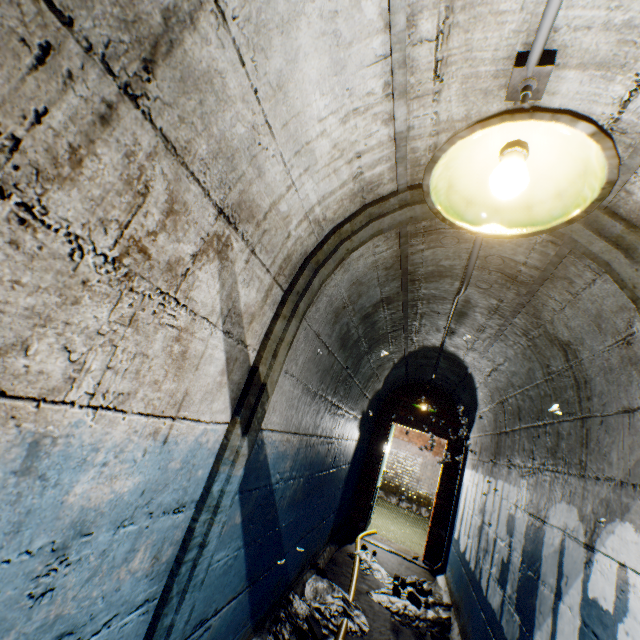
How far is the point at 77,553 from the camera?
0.9 meters

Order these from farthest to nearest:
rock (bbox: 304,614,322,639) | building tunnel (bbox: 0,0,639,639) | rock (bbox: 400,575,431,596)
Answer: rock (bbox: 400,575,431,596), rock (bbox: 304,614,322,639), building tunnel (bbox: 0,0,639,639)

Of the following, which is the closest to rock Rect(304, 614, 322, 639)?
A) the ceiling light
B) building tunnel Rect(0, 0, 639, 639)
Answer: building tunnel Rect(0, 0, 639, 639)

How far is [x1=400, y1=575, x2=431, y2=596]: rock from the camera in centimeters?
414cm

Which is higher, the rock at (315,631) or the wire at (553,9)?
the wire at (553,9)

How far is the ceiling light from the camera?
0.8 meters

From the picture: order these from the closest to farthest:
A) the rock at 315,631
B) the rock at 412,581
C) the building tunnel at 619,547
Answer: →
the building tunnel at 619,547
the rock at 315,631
the rock at 412,581

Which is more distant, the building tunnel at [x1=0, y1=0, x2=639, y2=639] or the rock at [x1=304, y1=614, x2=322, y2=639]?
the rock at [x1=304, y1=614, x2=322, y2=639]
